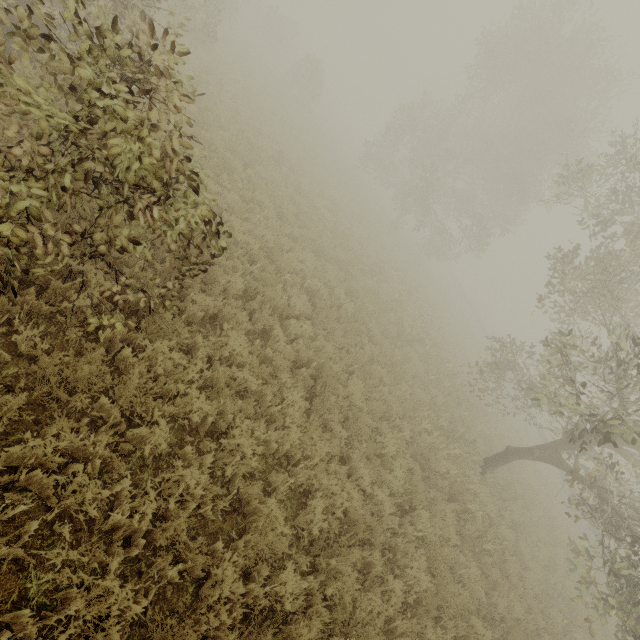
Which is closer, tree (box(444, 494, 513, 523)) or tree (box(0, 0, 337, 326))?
tree (box(0, 0, 337, 326))

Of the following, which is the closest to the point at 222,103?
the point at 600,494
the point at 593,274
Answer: the point at 593,274

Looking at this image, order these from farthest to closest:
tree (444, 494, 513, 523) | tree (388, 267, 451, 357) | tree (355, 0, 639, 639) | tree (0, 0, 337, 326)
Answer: tree (388, 267, 451, 357), tree (444, 494, 513, 523), tree (355, 0, 639, 639), tree (0, 0, 337, 326)

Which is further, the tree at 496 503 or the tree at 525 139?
the tree at 496 503

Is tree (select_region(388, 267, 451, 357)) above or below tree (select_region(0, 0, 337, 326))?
below
